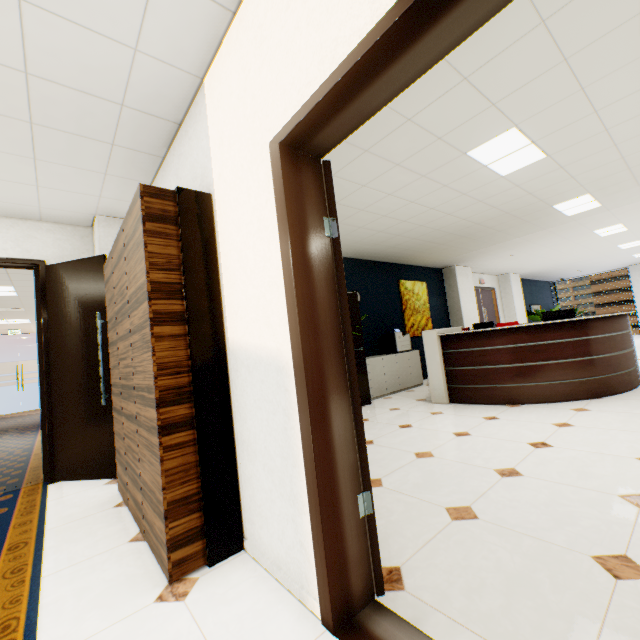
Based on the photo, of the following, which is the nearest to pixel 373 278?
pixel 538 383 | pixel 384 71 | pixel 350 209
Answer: pixel 350 209

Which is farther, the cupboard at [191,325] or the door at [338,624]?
the cupboard at [191,325]

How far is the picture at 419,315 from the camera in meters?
8.0

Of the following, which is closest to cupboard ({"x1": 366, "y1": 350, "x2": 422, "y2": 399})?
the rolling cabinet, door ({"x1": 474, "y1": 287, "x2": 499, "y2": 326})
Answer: the rolling cabinet

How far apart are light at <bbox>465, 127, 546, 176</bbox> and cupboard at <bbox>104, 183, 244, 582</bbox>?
2.89m

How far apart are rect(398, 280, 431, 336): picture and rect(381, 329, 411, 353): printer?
0.6 meters

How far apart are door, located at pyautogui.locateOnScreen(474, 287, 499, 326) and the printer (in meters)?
4.15

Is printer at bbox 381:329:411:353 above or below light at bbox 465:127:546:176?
below
